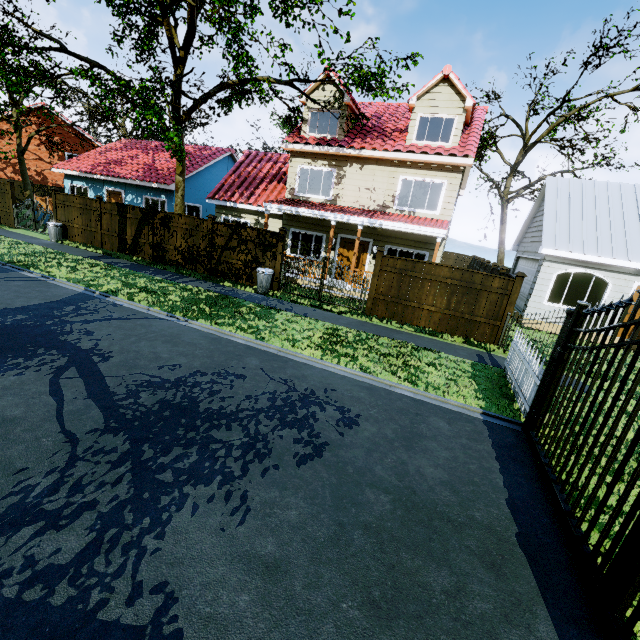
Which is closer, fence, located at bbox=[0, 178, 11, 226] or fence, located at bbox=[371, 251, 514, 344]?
fence, located at bbox=[371, 251, 514, 344]

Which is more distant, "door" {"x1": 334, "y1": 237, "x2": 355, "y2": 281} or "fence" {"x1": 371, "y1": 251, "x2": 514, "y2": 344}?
"door" {"x1": 334, "y1": 237, "x2": 355, "y2": 281}

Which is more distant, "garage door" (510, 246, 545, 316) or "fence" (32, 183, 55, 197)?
"fence" (32, 183, 55, 197)

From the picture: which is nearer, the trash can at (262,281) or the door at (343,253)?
the trash can at (262,281)

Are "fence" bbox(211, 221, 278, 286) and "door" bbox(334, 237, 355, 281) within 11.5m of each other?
yes

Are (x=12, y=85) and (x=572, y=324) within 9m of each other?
no

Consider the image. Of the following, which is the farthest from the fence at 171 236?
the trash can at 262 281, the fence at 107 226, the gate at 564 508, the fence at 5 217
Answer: the gate at 564 508

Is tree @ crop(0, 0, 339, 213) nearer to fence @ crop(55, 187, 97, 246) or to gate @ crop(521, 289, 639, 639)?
fence @ crop(55, 187, 97, 246)
